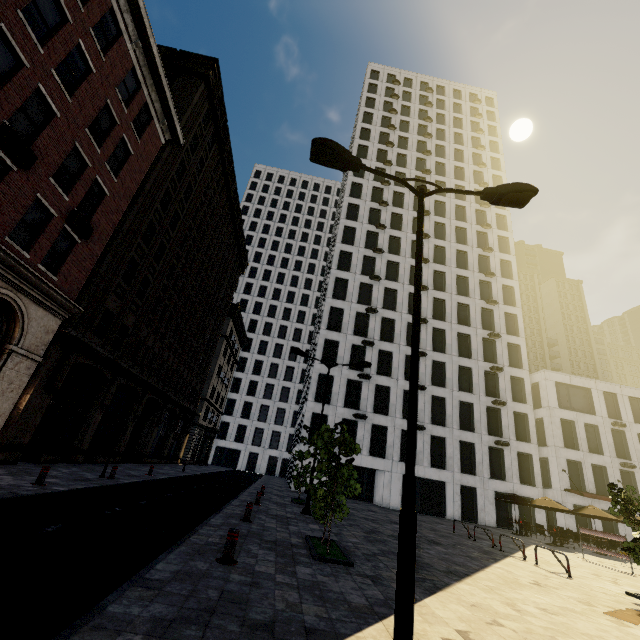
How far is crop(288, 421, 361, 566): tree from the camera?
8.30m

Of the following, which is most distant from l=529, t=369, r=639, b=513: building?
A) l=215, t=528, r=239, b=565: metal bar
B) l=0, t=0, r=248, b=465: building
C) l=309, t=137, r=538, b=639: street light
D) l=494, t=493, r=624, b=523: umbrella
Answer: l=215, t=528, r=239, b=565: metal bar

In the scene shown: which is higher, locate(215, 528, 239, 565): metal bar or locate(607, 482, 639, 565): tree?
locate(607, 482, 639, 565): tree

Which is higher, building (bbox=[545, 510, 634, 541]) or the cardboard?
building (bbox=[545, 510, 634, 541])

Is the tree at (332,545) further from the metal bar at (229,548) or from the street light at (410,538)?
the street light at (410,538)

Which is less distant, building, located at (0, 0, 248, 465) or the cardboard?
the cardboard

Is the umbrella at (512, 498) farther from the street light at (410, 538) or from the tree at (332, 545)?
the street light at (410, 538)

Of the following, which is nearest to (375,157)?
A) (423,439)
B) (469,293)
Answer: (469,293)
